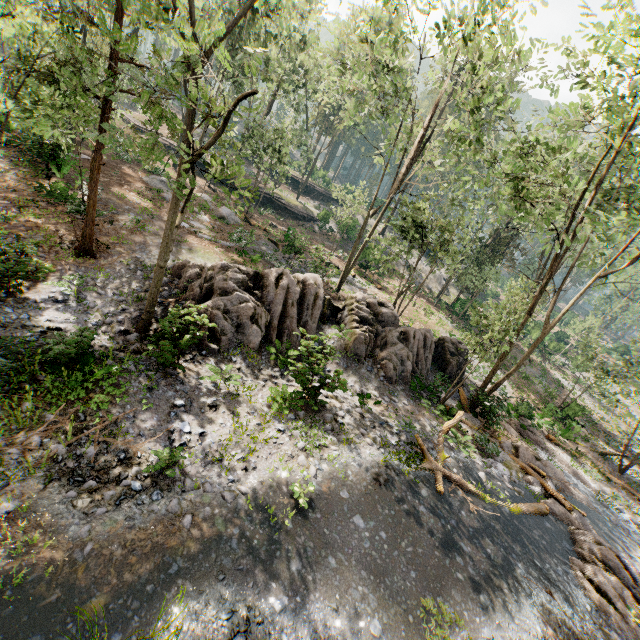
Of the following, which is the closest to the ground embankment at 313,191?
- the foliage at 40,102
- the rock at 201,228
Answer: the foliage at 40,102

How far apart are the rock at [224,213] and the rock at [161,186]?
1.7 meters

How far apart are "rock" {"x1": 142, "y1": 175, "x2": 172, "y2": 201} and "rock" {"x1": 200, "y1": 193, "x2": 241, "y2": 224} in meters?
1.7

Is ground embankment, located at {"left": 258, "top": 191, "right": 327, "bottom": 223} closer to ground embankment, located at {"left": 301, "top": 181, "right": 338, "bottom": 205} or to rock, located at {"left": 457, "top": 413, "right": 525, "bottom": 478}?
ground embankment, located at {"left": 301, "top": 181, "right": 338, "bottom": 205}

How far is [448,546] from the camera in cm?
1009

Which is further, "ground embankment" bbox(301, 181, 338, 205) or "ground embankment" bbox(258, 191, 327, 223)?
"ground embankment" bbox(301, 181, 338, 205)

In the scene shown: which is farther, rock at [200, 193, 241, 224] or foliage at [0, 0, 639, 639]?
rock at [200, 193, 241, 224]

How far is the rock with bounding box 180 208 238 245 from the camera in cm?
2126
